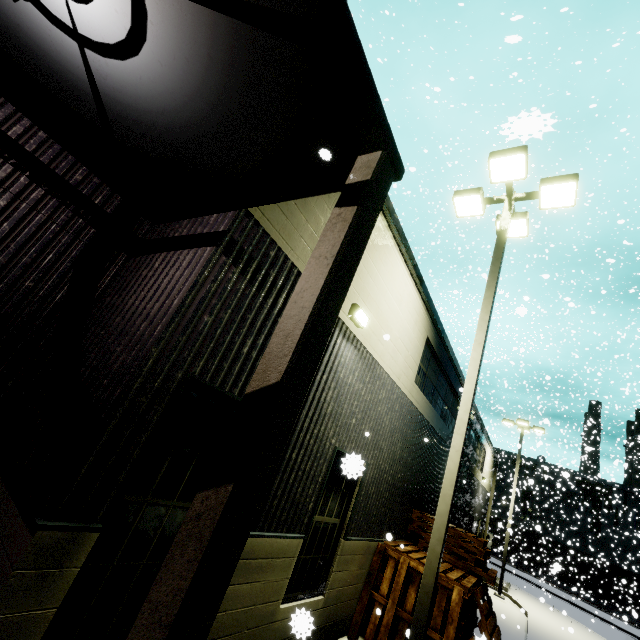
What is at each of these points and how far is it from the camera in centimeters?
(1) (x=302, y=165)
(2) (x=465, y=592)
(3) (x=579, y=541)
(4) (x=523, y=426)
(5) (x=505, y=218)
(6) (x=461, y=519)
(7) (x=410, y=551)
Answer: (1) building, 277cm
(2) pallet, 678cm
(3) building, 4700cm
(4) light, 2161cm
(5) light, 712cm
(6) building, 1623cm
(7) pallet, 823cm

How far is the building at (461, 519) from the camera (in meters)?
15.89

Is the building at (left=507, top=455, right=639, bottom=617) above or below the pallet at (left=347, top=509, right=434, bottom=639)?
above

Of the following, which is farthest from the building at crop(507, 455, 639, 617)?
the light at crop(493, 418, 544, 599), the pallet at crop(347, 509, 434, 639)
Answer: the light at crop(493, 418, 544, 599)

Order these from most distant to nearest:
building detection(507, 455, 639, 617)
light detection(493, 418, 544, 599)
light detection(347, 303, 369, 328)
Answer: building detection(507, 455, 639, 617), light detection(493, 418, 544, 599), light detection(347, 303, 369, 328)

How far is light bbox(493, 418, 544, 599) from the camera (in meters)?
18.23

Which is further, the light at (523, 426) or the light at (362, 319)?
the light at (523, 426)

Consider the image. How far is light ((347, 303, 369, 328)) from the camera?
5.79m
